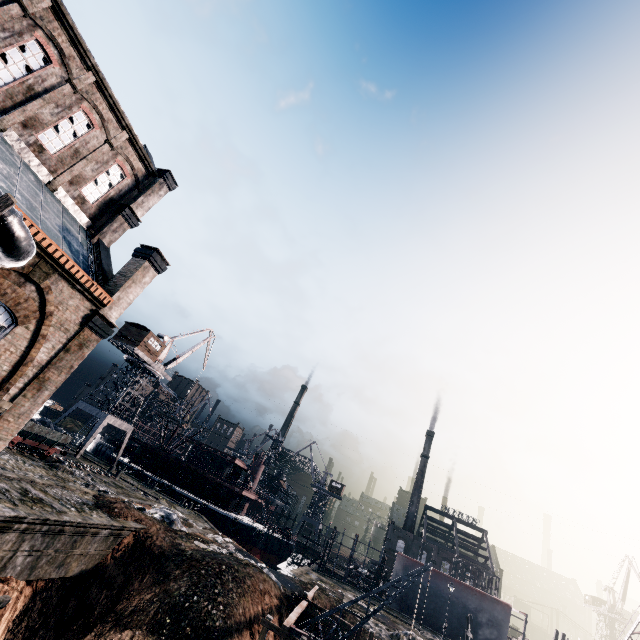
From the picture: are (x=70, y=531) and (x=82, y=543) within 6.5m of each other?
yes

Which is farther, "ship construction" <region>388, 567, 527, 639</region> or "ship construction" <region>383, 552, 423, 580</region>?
"ship construction" <region>383, 552, 423, 580</region>

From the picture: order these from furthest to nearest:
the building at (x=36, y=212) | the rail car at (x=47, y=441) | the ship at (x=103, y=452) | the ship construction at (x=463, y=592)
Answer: the ship at (x=103, y=452), the ship construction at (x=463, y=592), the rail car at (x=47, y=441), the building at (x=36, y=212)

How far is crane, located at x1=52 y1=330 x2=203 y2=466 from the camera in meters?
42.2

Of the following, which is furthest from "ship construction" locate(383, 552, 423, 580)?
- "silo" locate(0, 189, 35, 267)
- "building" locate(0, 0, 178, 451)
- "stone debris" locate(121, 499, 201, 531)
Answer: "silo" locate(0, 189, 35, 267)

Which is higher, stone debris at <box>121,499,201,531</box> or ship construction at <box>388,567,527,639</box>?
ship construction at <box>388,567,527,639</box>

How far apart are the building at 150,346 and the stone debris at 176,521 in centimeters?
2326cm

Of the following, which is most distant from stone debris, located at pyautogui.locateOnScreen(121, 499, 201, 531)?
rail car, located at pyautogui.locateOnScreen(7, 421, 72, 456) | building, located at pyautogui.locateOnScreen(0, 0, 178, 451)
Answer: building, located at pyautogui.locateOnScreen(0, 0, 178, 451)
